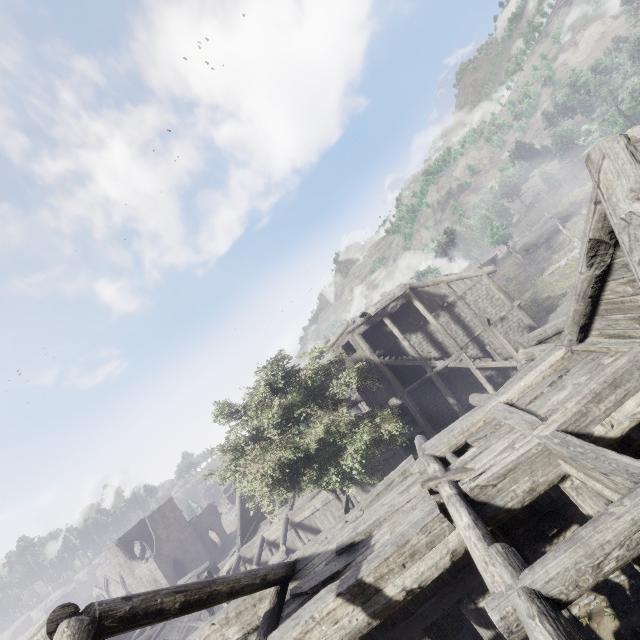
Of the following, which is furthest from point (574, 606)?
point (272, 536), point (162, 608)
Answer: point (272, 536)
